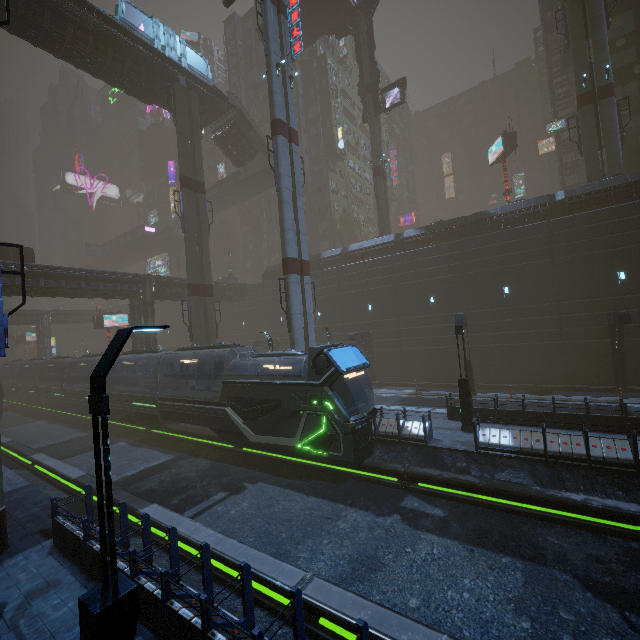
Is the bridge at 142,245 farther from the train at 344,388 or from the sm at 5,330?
the sm at 5,330

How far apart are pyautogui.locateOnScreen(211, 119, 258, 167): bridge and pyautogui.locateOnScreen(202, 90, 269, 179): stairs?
0.0 meters

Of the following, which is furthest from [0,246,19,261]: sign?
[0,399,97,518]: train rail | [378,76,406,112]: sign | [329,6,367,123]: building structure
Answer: [378,76,406,112]: sign

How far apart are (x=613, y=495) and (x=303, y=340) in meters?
15.3

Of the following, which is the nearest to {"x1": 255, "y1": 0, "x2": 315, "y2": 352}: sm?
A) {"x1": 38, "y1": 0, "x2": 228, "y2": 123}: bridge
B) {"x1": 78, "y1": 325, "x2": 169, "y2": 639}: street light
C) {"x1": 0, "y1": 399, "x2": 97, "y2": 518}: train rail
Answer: {"x1": 0, "y1": 399, "x2": 97, "y2": 518}: train rail

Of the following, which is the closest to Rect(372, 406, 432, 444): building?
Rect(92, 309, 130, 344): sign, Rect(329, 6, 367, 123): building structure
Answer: Rect(92, 309, 130, 344): sign

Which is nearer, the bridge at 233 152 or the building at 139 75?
the building at 139 75

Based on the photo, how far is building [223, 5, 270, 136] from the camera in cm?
5241
